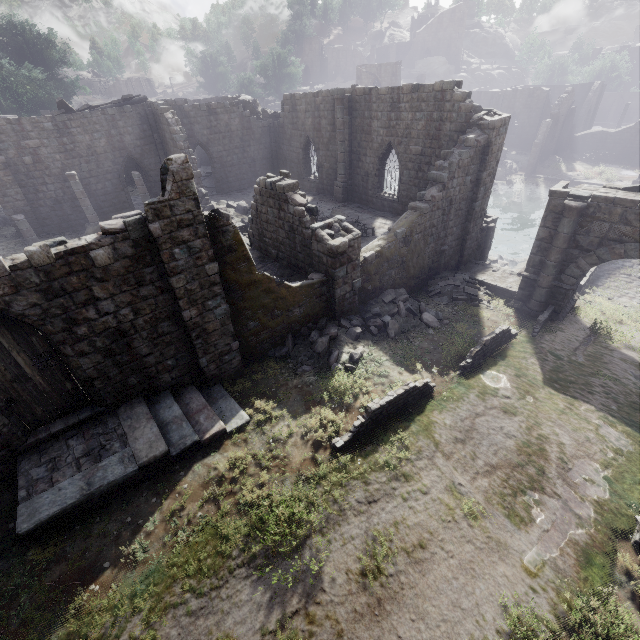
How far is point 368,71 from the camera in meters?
44.8

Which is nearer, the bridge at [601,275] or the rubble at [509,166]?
the bridge at [601,275]

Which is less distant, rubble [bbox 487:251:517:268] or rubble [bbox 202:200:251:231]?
rubble [bbox 202:200:251:231]

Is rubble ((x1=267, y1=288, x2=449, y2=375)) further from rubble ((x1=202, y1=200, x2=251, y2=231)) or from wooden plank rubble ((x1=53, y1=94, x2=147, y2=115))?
wooden plank rubble ((x1=53, y1=94, x2=147, y2=115))

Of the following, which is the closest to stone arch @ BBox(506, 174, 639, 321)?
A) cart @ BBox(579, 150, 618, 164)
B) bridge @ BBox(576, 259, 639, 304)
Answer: cart @ BBox(579, 150, 618, 164)

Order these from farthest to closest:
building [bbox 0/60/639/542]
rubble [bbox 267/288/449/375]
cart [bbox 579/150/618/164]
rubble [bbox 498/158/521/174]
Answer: rubble [bbox 498/158/521/174] → cart [bbox 579/150/618/164] → rubble [bbox 267/288/449/375] → building [bbox 0/60/639/542]

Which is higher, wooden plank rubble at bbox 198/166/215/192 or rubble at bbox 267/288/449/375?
wooden plank rubble at bbox 198/166/215/192

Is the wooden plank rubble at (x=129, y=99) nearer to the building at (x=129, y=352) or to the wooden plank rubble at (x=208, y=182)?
the building at (x=129, y=352)
